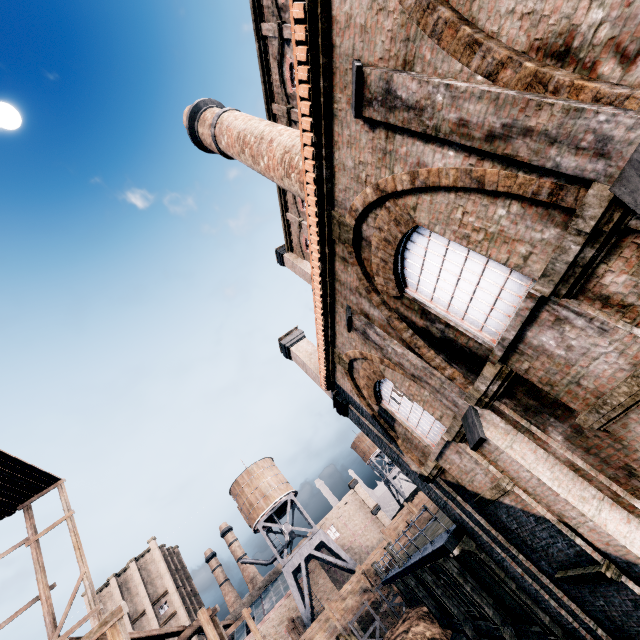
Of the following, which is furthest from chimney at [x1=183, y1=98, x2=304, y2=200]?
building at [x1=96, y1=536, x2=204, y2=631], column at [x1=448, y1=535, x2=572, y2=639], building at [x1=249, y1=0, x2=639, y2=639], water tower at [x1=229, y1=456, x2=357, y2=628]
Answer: building at [x1=96, y1=536, x2=204, y2=631]

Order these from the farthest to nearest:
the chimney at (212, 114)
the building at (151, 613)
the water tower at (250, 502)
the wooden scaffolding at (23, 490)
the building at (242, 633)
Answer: the building at (151, 613), the building at (242, 633), the water tower at (250, 502), the wooden scaffolding at (23, 490), the chimney at (212, 114)

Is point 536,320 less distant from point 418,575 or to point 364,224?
point 364,224

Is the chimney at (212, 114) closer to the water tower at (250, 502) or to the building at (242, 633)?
the water tower at (250, 502)

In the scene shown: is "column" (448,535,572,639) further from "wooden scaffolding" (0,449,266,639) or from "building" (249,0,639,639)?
"wooden scaffolding" (0,449,266,639)

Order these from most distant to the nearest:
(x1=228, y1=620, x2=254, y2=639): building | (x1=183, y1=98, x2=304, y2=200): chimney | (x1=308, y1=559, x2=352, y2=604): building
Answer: (x1=308, y1=559, x2=352, y2=604): building → (x1=228, y1=620, x2=254, y2=639): building → (x1=183, y1=98, x2=304, y2=200): chimney

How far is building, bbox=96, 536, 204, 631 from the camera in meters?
49.0 m

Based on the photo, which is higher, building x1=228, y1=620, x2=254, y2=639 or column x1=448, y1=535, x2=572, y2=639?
building x1=228, y1=620, x2=254, y2=639
